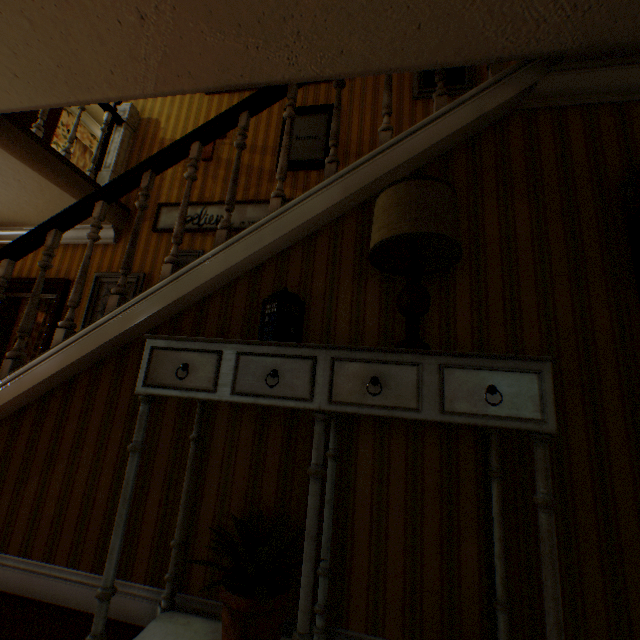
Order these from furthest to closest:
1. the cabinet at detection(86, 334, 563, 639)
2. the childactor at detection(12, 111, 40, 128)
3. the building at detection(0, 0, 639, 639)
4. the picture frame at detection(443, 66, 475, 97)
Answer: the childactor at detection(12, 111, 40, 128), the picture frame at detection(443, 66, 475, 97), the building at detection(0, 0, 639, 639), the cabinet at detection(86, 334, 563, 639)

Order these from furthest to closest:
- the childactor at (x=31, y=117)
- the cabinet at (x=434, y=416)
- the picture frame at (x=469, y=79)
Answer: the childactor at (x=31, y=117) → the picture frame at (x=469, y=79) → the cabinet at (x=434, y=416)

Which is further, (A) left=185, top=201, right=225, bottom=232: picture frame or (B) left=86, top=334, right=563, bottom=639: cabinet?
(A) left=185, top=201, right=225, bottom=232: picture frame

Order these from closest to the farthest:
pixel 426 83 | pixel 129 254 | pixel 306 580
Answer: pixel 306 580
pixel 129 254
pixel 426 83

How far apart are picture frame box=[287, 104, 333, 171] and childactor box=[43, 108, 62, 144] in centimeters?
400cm

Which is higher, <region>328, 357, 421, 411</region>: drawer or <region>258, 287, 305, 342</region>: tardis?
<region>258, 287, 305, 342</region>: tardis

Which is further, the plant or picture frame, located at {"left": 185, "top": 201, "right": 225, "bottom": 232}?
picture frame, located at {"left": 185, "top": 201, "right": 225, "bottom": 232}

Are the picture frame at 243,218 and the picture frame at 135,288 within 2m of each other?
yes
